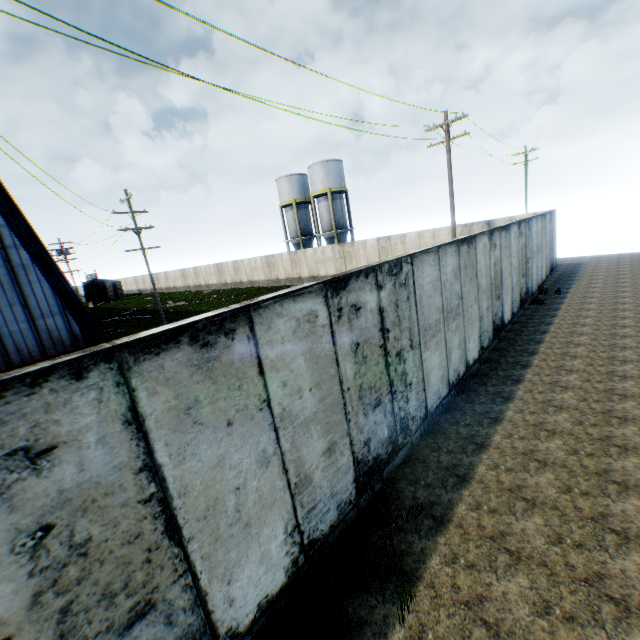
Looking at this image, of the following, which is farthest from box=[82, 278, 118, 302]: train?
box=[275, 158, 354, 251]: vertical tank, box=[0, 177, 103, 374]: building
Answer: box=[275, 158, 354, 251]: vertical tank

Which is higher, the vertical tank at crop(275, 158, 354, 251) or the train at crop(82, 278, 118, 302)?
the vertical tank at crop(275, 158, 354, 251)

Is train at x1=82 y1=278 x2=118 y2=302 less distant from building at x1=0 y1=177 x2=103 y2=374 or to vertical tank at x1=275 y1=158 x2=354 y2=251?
building at x1=0 y1=177 x2=103 y2=374

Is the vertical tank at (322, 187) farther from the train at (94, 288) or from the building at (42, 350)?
the train at (94, 288)

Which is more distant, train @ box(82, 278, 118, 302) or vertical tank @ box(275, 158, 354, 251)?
train @ box(82, 278, 118, 302)

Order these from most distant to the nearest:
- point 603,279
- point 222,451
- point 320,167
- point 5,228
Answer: point 320,167 < point 603,279 < point 5,228 < point 222,451

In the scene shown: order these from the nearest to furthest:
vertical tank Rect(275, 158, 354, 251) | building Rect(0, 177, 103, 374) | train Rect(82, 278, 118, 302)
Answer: building Rect(0, 177, 103, 374) → vertical tank Rect(275, 158, 354, 251) → train Rect(82, 278, 118, 302)

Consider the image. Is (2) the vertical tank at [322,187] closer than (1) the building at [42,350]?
No
